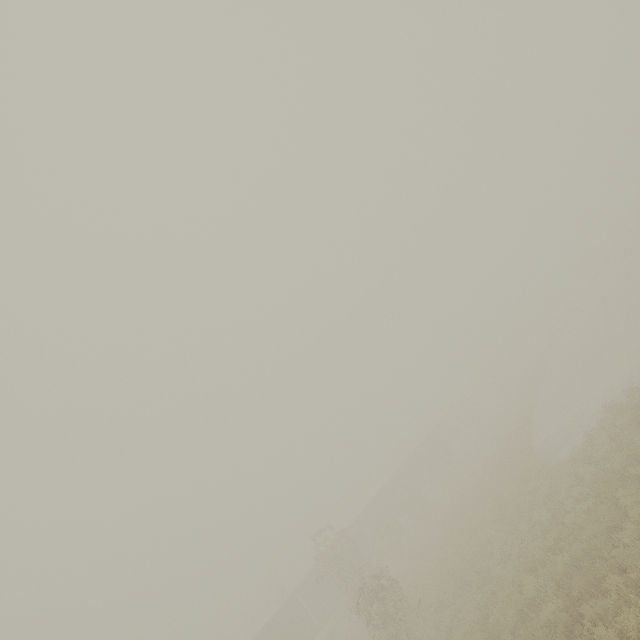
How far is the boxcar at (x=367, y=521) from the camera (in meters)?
36.47

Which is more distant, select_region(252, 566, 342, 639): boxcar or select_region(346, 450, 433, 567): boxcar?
select_region(346, 450, 433, 567): boxcar

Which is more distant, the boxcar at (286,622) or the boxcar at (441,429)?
the boxcar at (441,429)

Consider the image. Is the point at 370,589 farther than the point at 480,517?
No

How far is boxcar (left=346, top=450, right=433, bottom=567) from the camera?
36.47m
